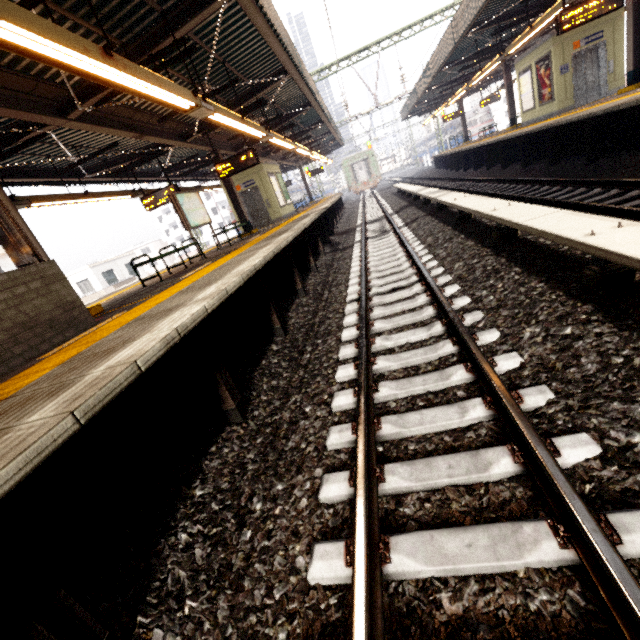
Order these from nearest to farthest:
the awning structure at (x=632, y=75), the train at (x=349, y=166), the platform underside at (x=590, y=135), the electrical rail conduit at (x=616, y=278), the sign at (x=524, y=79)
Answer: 1. the electrical rail conduit at (x=616, y=278)
2. the platform underside at (x=590, y=135)
3. the awning structure at (x=632, y=75)
4. the sign at (x=524, y=79)
5. the train at (x=349, y=166)

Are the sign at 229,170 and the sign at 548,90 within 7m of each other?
no

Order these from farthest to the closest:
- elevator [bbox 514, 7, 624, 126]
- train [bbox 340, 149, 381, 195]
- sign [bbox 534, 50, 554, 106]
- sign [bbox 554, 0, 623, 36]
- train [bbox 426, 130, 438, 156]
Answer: train [bbox 426, 130, 438, 156], train [bbox 340, 149, 381, 195], sign [bbox 534, 50, 554, 106], elevator [bbox 514, 7, 624, 126], sign [bbox 554, 0, 623, 36]

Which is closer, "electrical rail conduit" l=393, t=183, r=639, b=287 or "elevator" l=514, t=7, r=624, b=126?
"electrical rail conduit" l=393, t=183, r=639, b=287

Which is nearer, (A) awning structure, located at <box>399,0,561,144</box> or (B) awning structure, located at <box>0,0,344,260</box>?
(B) awning structure, located at <box>0,0,344,260</box>

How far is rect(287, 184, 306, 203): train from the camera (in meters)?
40.06

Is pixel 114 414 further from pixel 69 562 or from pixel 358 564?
pixel 358 564

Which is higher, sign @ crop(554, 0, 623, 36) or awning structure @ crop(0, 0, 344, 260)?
awning structure @ crop(0, 0, 344, 260)
